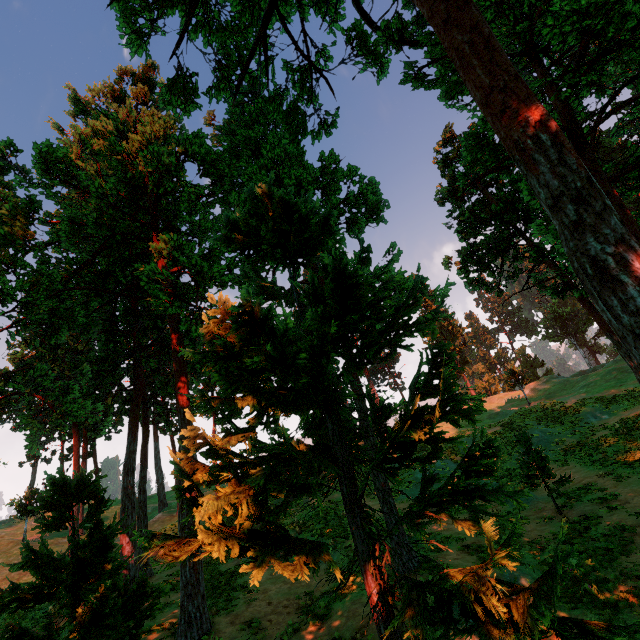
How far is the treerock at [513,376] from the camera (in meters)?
38.53

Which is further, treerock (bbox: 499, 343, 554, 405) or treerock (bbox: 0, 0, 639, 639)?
treerock (bbox: 499, 343, 554, 405)

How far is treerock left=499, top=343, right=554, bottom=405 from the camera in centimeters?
3853cm

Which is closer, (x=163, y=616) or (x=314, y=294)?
(x=314, y=294)

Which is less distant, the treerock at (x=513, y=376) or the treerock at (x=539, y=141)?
the treerock at (x=539, y=141)
